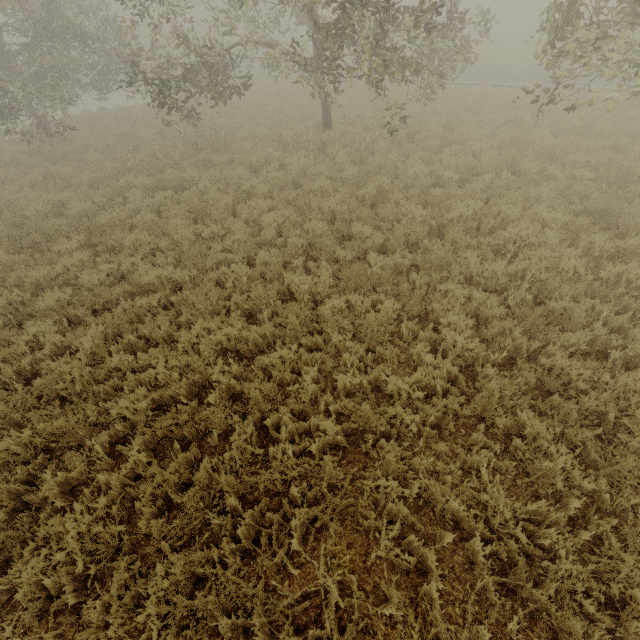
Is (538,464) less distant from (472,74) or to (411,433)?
(411,433)
